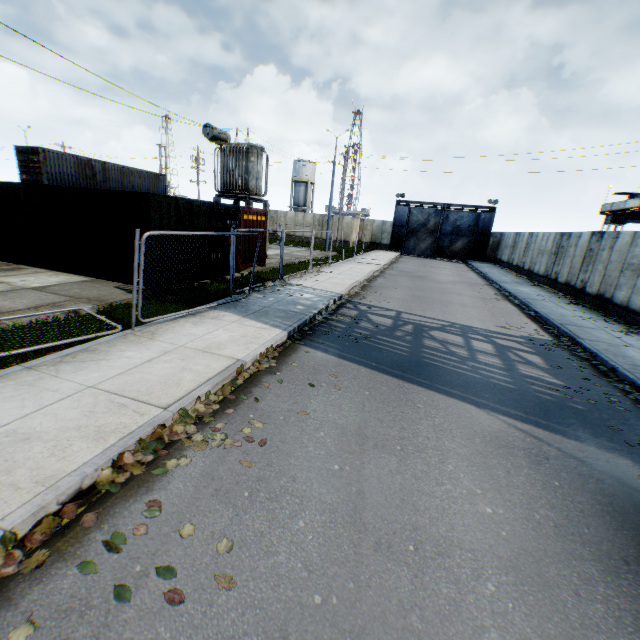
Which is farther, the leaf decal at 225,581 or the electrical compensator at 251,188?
the electrical compensator at 251,188

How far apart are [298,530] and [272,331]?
5.09m

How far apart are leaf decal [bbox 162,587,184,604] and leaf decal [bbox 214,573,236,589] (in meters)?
0.25

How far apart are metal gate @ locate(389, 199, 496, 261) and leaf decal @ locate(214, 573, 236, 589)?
40.4 meters

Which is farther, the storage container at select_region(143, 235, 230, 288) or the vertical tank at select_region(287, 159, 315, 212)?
the vertical tank at select_region(287, 159, 315, 212)

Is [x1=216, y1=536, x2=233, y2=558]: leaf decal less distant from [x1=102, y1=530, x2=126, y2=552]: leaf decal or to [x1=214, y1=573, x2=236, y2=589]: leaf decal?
[x1=214, y1=573, x2=236, y2=589]: leaf decal

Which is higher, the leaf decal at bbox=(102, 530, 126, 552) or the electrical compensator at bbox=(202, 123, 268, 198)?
the electrical compensator at bbox=(202, 123, 268, 198)

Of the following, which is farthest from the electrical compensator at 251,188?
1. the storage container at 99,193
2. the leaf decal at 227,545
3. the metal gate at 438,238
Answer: the metal gate at 438,238
